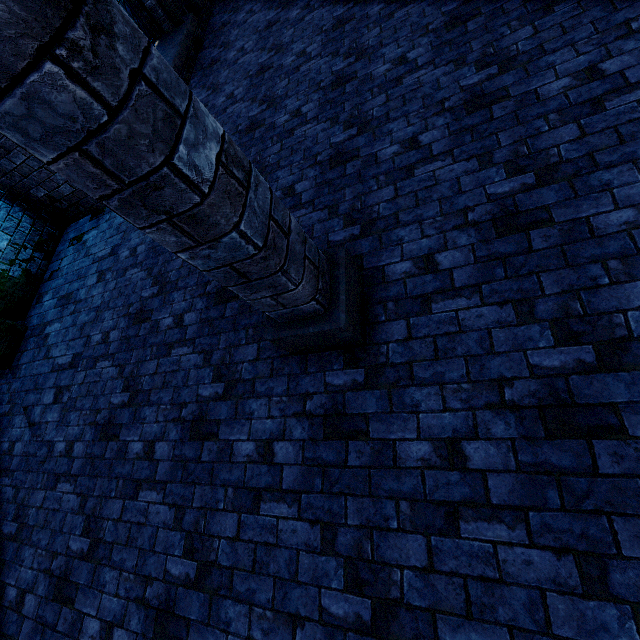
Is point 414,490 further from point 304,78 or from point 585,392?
point 304,78

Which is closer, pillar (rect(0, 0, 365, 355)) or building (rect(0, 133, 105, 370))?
pillar (rect(0, 0, 365, 355))

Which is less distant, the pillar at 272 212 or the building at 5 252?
the pillar at 272 212
